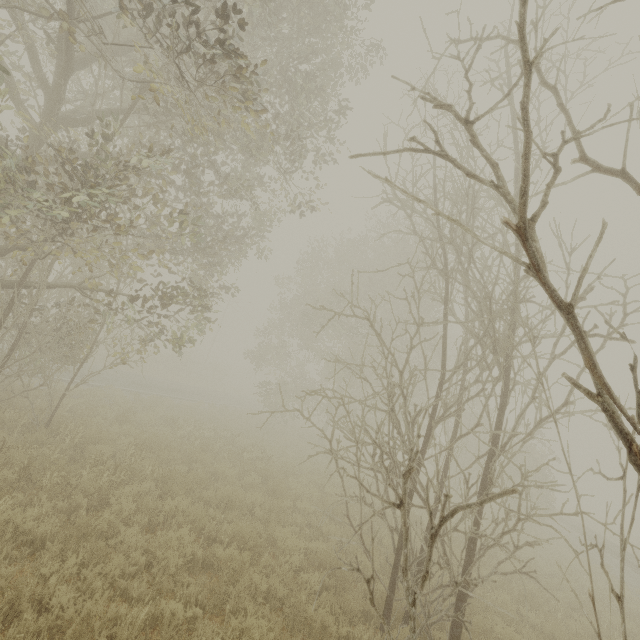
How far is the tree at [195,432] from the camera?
12.0 meters

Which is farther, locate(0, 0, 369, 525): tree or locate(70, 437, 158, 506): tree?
locate(70, 437, 158, 506): tree

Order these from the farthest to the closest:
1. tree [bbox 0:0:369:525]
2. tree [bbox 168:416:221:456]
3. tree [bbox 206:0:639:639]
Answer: tree [bbox 168:416:221:456] < tree [bbox 0:0:369:525] < tree [bbox 206:0:639:639]

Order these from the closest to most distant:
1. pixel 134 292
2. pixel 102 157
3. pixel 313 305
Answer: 1. pixel 102 157
2. pixel 313 305
3. pixel 134 292

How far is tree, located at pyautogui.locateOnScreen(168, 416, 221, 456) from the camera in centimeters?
1196cm

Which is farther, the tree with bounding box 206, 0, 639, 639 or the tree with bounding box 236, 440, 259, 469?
the tree with bounding box 236, 440, 259, 469
